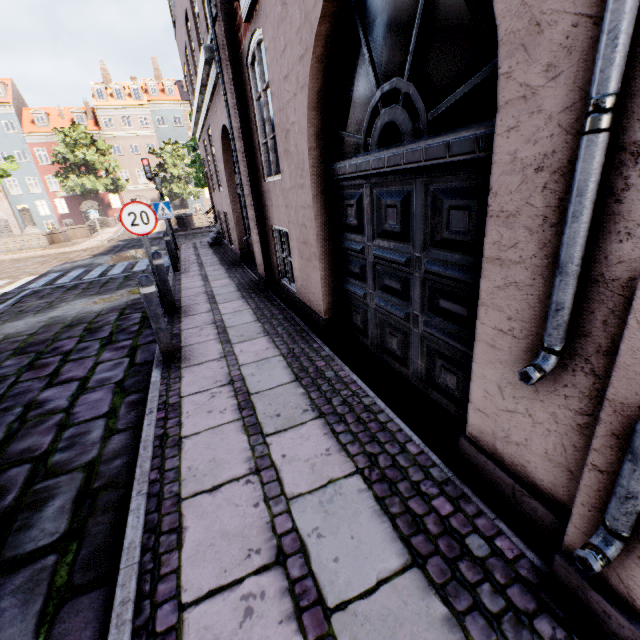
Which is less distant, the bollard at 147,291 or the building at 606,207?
the building at 606,207

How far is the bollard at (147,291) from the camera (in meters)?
3.69

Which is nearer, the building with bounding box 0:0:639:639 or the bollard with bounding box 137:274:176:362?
the building with bounding box 0:0:639:639

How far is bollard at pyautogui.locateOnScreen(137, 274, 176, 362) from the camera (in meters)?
3.69

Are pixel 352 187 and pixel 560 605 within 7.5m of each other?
yes
